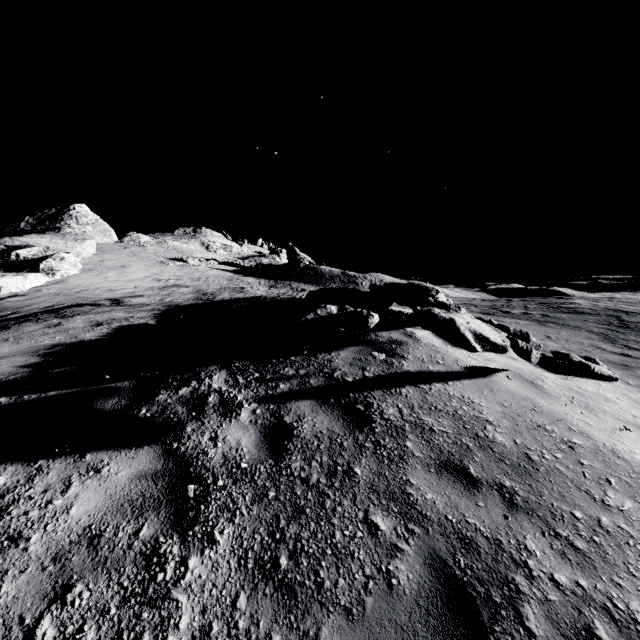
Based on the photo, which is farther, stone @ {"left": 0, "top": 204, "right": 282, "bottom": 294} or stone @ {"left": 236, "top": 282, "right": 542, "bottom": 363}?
stone @ {"left": 0, "top": 204, "right": 282, "bottom": 294}

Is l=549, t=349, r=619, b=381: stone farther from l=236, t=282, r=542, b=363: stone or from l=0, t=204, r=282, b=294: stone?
l=0, t=204, r=282, b=294: stone

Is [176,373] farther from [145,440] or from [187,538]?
[187,538]

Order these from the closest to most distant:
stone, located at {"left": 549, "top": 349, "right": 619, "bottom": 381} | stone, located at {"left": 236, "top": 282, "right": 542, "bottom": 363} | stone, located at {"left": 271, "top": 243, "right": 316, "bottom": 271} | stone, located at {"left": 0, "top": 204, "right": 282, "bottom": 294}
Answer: stone, located at {"left": 236, "top": 282, "right": 542, "bottom": 363} → stone, located at {"left": 549, "top": 349, "right": 619, "bottom": 381} → stone, located at {"left": 0, "top": 204, "right": 282, "bottom": 294} → stone, located at {"left": 271, "top": 243, "right": 316, "bottom": 271}

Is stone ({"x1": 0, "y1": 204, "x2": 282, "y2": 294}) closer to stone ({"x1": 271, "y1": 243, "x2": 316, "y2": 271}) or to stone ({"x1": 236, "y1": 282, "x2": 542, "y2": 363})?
stone ({"x1": 236, "y1": 282, "x2": 542, "y2": 363})

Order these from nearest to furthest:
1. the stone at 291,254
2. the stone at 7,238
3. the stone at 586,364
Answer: the stone at 586,364 → the stone at 7,238 → the stone at 291,254

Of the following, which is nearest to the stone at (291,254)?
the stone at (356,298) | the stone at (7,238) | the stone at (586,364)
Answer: the stone at (7,238)

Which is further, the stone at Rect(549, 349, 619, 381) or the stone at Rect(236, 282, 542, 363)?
the stone at Rect(549, 349, 619, 381)
